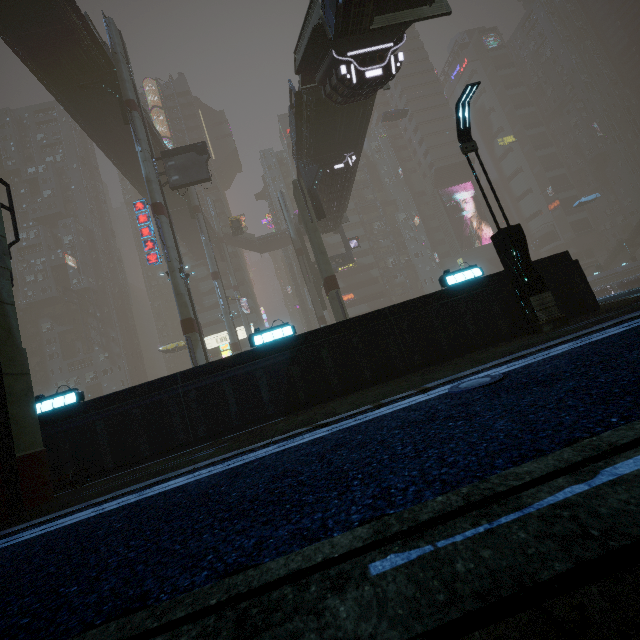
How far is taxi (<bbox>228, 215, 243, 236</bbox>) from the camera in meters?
43.1

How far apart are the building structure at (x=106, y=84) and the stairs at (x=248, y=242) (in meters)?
31.31

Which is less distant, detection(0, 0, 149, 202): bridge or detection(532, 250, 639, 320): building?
detection(532, 250, 639, 320): building

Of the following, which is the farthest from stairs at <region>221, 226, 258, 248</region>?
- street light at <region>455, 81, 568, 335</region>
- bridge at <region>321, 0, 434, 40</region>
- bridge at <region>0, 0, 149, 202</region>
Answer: street light at <region>455, 81, 568, 335</region>

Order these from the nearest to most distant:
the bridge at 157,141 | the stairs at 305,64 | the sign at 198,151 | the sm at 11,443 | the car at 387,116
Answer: the sm at 11,443, the stairs at 305,64, the sign at 198,151, the bridge at 157,141, the car at 387,116

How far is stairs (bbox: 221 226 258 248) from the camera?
58.0m

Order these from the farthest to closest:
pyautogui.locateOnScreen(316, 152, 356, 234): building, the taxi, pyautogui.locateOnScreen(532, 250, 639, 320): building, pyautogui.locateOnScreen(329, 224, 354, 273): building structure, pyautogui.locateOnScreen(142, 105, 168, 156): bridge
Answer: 1. the taxi
2. pyautogui.locateOnScreen(329, 224, 354, 273): building structure
3. pyautogui.locateOnScreen(142, 105, 168, 156): bridge
4. pyautogui.locateOnScreen(316, 152, 356, 234): building
5. pyautogui.locateOnScreen(532, 250, 639, 320): building

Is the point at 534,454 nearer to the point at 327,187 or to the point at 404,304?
the point at 404,304
